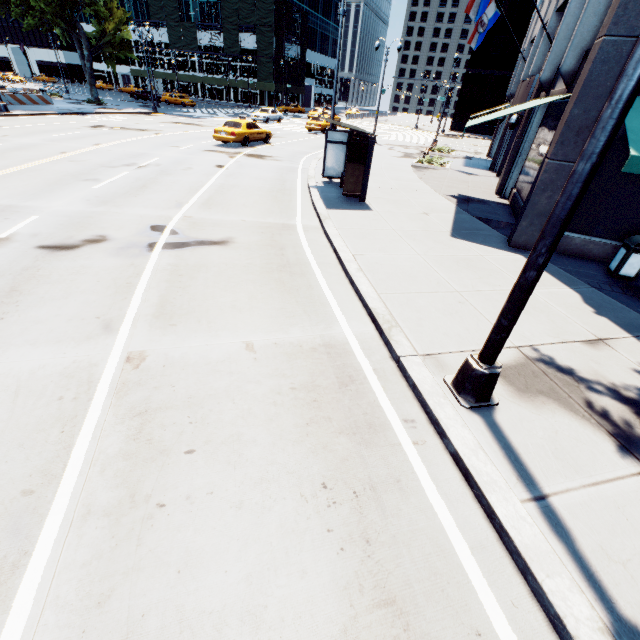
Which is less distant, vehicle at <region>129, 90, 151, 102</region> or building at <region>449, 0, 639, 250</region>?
building at <region>449, 0, 639, 250</region>

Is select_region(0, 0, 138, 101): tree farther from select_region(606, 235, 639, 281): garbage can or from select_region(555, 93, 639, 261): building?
select_region(606, 235, 639, 281): garbage can

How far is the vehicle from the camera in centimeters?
4866cm

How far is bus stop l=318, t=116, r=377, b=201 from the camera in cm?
1125

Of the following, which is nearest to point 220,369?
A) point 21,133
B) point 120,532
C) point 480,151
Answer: point 120,532

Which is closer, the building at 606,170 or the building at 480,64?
the building at 606,170

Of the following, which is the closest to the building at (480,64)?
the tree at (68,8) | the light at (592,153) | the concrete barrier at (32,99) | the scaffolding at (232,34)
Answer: the tree at (68,8)

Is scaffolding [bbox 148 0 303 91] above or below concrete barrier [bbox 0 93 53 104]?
above
